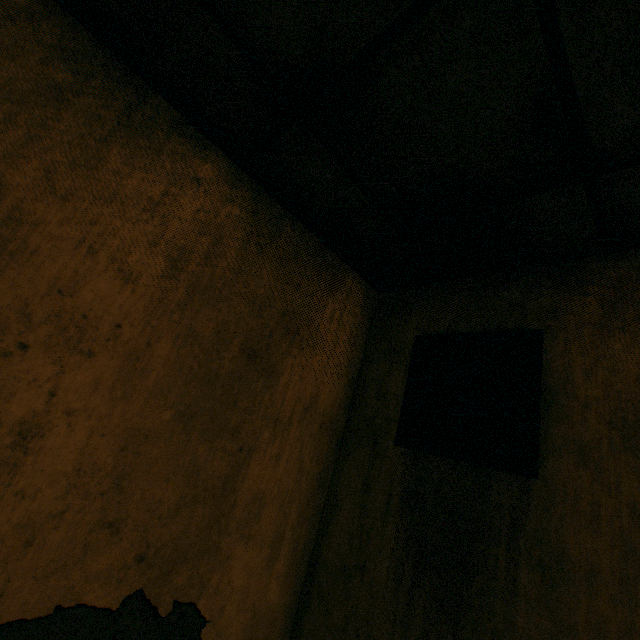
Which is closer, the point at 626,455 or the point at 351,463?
the point at 626,455

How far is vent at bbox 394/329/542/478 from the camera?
1.2m

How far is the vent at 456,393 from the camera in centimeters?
115cm
